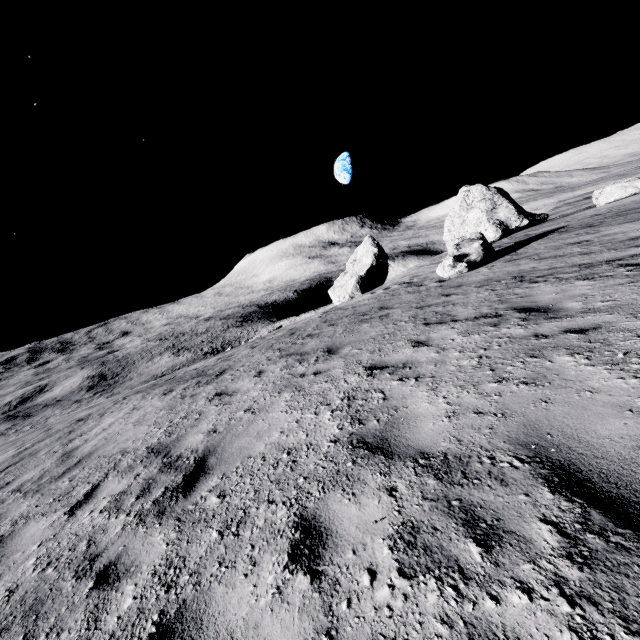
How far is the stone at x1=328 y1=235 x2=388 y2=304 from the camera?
31.38m

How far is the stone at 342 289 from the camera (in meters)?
31.38

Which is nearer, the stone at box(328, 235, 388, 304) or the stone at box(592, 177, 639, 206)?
the stone at box(592, 177, 639, 206)

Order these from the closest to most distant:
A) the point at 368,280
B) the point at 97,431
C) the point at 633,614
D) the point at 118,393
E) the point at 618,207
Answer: the point at 633,614 < the point at 97,431 < the point at 618,207 < the point at 368,280 < the point at 118,393

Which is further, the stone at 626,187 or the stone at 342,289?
the stone at 342,289
